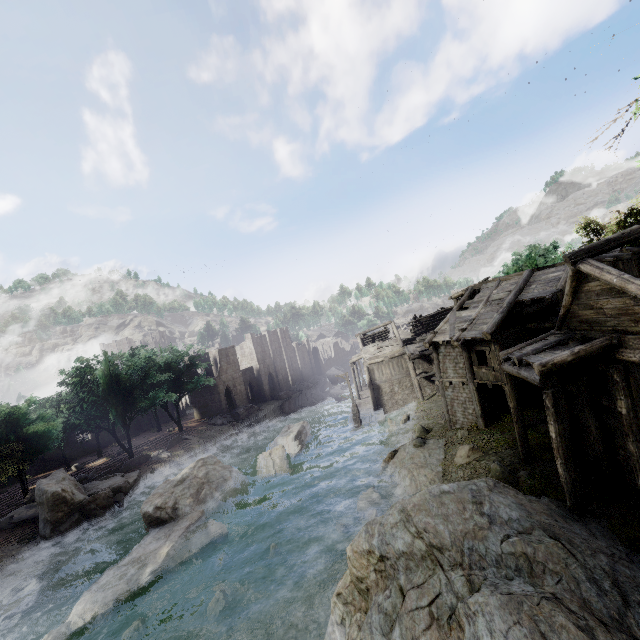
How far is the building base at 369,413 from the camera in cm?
3509

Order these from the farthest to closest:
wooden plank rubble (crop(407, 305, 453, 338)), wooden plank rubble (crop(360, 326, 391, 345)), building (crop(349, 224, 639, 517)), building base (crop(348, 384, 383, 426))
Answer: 1. wooden plank rubble (crop(360, 326, 391, 345))
2. wooden plank rubble (crop(407, 305, 453, 338))
3. building base (crop(348, 384, 383, 426))
4. building (crop(349, 224, 639, 517))

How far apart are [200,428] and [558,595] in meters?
43.8

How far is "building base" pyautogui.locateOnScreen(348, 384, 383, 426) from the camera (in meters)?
35.09

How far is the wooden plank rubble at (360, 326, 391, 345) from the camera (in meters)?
42.88

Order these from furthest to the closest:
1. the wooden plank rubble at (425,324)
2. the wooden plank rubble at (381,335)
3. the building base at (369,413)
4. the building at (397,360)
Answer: the wooden plank rubble at (381,335)
the wooden plank rubble at (425,324)
the building base at (369,413)
the building at (397,360)

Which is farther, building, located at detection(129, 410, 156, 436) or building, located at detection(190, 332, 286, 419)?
building, located at detection(129, 410, 156, 436)

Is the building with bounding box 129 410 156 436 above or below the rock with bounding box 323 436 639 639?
below
